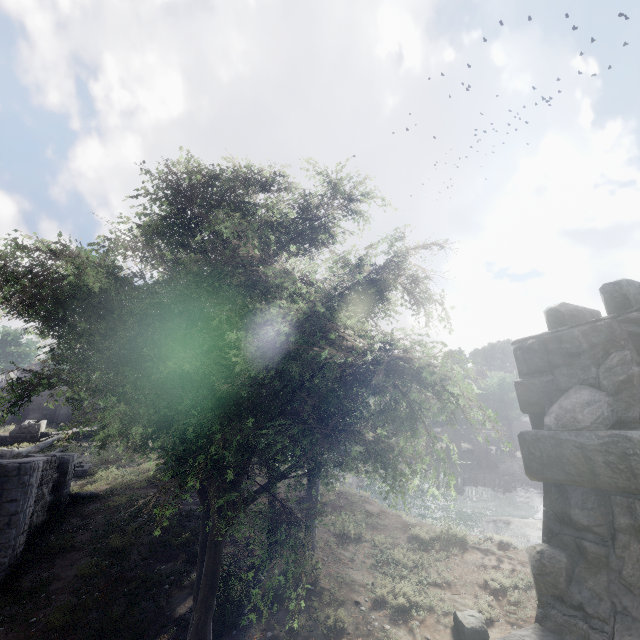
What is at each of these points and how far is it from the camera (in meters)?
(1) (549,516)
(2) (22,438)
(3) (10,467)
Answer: (1) building, 2.48
(2) building, 24.22
(3) building, 9.19

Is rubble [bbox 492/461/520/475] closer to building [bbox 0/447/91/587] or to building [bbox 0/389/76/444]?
building [bbox 0/447/91/587]

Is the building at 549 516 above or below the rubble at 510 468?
above

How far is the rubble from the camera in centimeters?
3856cm

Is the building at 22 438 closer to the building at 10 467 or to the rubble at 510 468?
the building at 10 467
